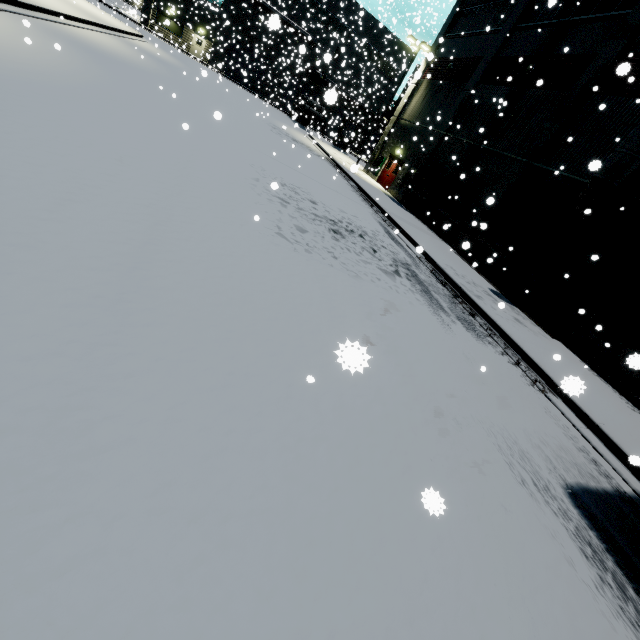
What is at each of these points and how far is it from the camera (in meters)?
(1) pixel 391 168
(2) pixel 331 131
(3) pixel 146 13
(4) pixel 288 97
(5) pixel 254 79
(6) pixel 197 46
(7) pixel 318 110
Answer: (1) door, 25.92
(2) roll-up door, 50.06
(3) building, 38.09
(4) roll-up door, 46.28
(5) roll-up door, 44.28
(6) door, 40.91
(7) concrete pipe stack, 37.91

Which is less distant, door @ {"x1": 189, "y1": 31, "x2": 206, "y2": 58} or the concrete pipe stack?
the concrete pipe stack

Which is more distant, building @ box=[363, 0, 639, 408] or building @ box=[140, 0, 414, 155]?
building @ box=[140, 0, 414, 155]

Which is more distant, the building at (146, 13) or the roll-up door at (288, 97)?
the roll-up door at (288, 97)

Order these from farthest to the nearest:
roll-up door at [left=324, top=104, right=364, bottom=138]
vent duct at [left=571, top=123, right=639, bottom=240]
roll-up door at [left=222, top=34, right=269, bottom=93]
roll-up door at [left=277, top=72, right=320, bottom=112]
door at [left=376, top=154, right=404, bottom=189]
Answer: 1. roll-up door at [left=277, top=72, right=320, bottom=112]
2. roll-up door at [left=222, top=34, right=269, bottom=93]
3. roll-up door at [left=324, top=104, right=364, bottom=138]
4. door at [left=376, top=154, right=404, bottom=189]
5. vent duct at [left=571, top=123, right=639, bottom=240]

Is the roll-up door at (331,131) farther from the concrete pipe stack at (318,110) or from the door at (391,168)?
the door at (391,168)

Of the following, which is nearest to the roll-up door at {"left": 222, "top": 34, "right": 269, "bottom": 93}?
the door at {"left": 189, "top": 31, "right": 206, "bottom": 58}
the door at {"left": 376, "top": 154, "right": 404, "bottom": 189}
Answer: the door at {"left": 189, "top": 31, "right": 206, "bottom": 58}

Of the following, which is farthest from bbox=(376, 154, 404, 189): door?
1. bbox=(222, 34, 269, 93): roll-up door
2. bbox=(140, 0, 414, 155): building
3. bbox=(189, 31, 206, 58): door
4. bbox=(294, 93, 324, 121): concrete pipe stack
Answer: bbox=(189, 31, 206, 58): door
